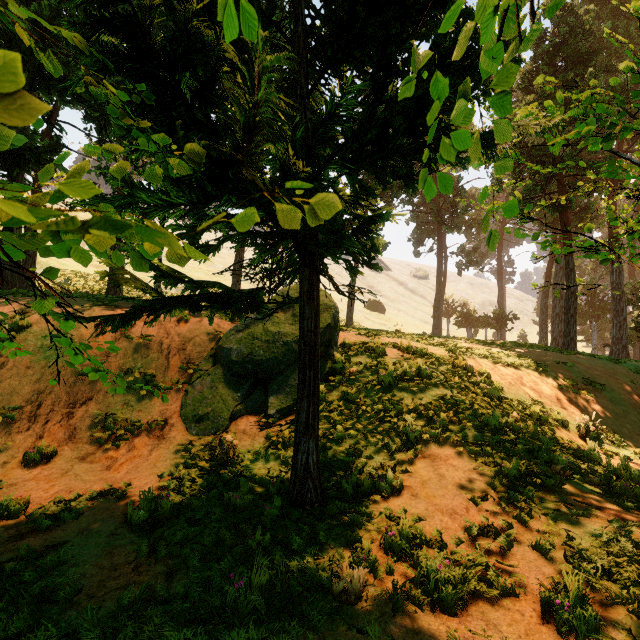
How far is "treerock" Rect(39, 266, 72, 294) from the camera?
0.94m

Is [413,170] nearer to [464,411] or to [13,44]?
[464,411]

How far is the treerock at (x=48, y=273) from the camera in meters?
0.9 m
